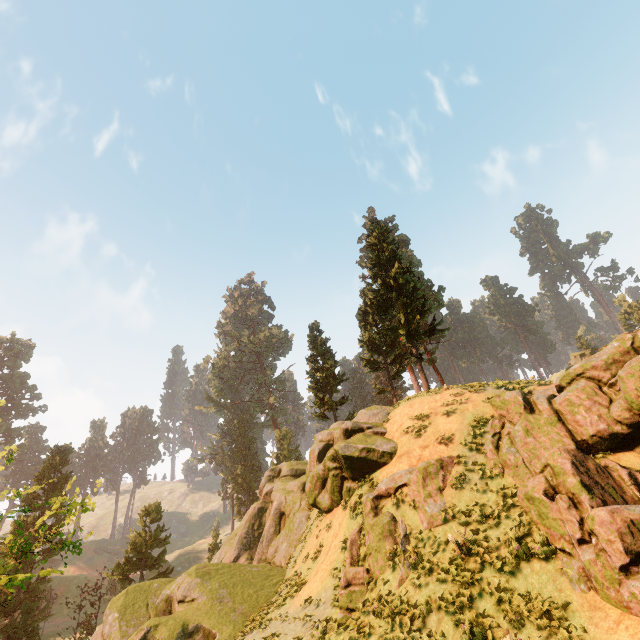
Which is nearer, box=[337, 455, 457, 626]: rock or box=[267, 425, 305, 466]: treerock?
box=[337, 455, 457, 626]: rock

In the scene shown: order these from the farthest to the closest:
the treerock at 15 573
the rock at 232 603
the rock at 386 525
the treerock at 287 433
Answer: the treerock at 287 433, the rock at 232 603, the rock at 386 525, the treerock at 15 573

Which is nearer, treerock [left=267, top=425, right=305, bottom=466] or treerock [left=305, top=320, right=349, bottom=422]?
treerock [left=305, top=320, right=349, bottom=422]

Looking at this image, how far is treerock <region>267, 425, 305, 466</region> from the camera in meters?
53.5

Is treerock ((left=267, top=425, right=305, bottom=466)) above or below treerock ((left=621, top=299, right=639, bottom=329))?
below

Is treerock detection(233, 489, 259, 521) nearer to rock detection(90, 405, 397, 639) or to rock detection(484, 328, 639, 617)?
rock detection(90, 405, 397, 639)

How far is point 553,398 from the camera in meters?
12.5

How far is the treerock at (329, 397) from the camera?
36.3 meters
